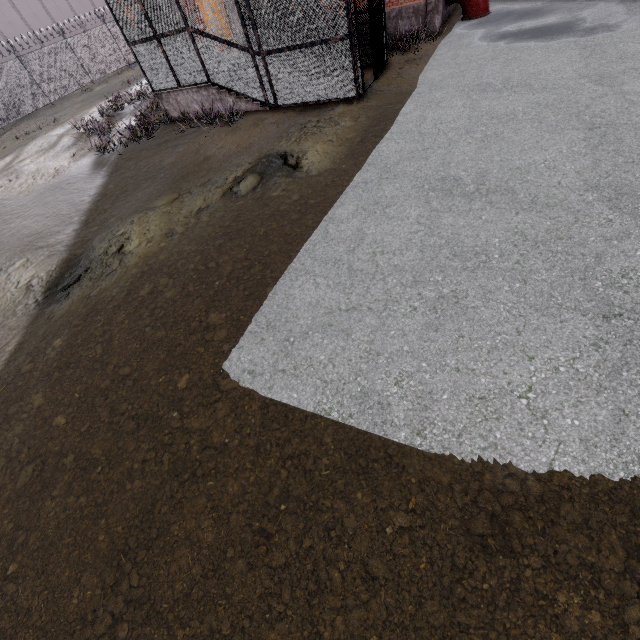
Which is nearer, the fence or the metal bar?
the metal bar

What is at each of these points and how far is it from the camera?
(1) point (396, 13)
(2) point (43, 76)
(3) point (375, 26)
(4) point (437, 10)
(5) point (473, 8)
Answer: (1) foundation, 12.54m
(2) fence, 22.91m
(3) metal bar, 9.87m
(4) column, 11.95m
(5) pipe, 12.39m

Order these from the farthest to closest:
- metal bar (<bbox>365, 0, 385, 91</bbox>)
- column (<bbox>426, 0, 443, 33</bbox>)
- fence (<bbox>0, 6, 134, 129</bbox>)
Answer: fence (<bbox>0, 6, 134, 129</bbox>) → column (<bbox>426, 0, 443, 33</bbox>) → metal bar (<bbox>365, 0, 385, 91</bbox>)

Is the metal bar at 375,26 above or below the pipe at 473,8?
above

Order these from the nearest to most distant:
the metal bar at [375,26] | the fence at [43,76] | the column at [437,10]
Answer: the metal bar at [375,26]
the column at [437,10]
the fence at [43,76]

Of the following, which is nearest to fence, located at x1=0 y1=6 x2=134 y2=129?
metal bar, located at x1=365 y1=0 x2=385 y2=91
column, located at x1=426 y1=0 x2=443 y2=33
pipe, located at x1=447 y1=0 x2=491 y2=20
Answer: metal bar, located at x1=365 y1=0 x2=385 y2=91

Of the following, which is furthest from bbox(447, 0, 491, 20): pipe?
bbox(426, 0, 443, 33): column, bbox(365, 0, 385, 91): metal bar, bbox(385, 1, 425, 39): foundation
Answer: bbox(365, 0, 385, 91): metal bar

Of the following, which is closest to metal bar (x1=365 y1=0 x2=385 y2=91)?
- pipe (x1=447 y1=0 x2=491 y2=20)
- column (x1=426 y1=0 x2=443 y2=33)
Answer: column (x1=426 y1=0 x2=443 y2=33)
